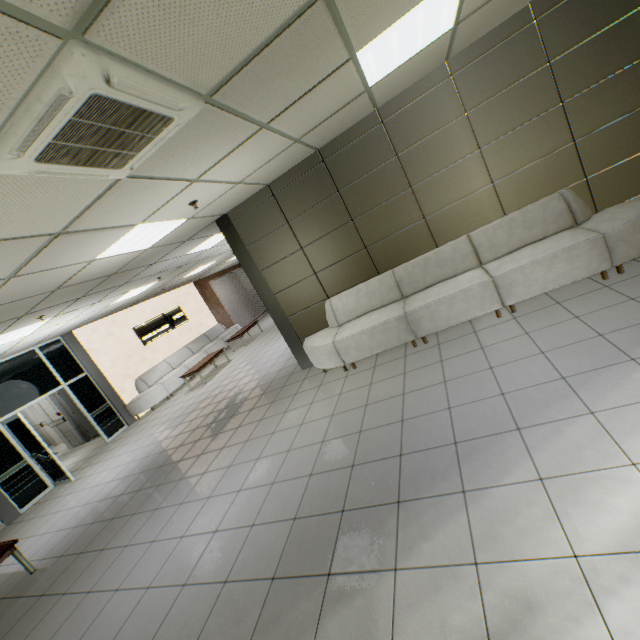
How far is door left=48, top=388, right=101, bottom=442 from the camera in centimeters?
1055cm

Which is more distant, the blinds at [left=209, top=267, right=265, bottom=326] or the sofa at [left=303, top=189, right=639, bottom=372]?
the blinds at [left=209, top=267, right=265, bottom=326]

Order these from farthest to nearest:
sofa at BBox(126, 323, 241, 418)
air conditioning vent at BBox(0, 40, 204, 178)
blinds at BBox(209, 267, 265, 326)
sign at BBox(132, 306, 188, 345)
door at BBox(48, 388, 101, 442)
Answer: blinds at BBox(209, 267, 265, 326), sign at BBox(132, 306, 188, 345), door at BBox(48, 388, 101, 442), sofa at BBox(126, 323, 241, 418), air conditioning vent at BBox(0, 40, 204, 178)

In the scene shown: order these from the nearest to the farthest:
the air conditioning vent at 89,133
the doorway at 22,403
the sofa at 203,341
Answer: the air conditioning vent at 89,133 < the doorway at 22,403 < the sofa at 203,341

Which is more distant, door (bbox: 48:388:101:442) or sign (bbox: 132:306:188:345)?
sign (bbox: 132:306:188:345)

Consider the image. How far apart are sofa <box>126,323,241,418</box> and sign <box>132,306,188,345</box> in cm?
76

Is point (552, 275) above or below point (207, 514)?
above

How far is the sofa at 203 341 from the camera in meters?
9.9 m
